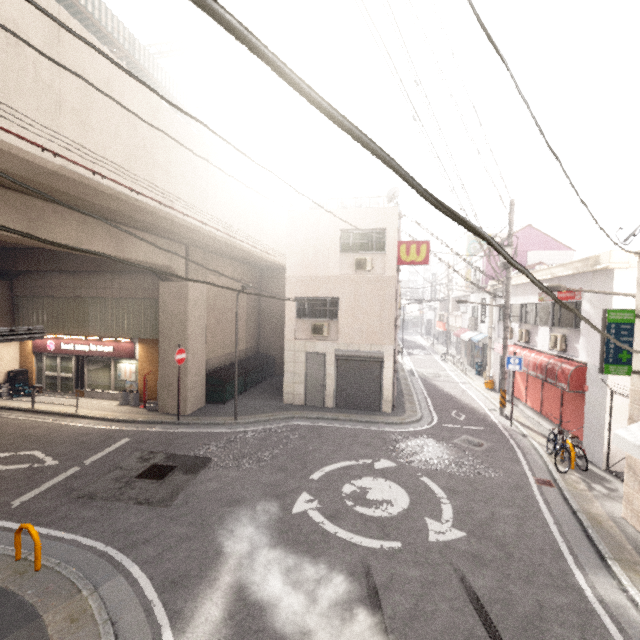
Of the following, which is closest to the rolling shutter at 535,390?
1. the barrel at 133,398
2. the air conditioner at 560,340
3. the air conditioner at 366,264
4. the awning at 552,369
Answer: the awning at 552,369

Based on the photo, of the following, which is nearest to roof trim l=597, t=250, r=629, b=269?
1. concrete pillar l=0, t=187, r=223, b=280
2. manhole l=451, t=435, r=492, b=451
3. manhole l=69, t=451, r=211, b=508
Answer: manhole l=451, t=435, r=492, b=451

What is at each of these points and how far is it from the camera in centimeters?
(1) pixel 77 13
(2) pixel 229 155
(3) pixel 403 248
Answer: (1) awning structure, 1116cm
(2) awning structure, 2073cm
(3) sign, 1382cm

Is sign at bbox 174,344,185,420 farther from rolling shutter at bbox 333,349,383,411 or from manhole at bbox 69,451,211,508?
rolling shutter at bbox 333,349,383,411

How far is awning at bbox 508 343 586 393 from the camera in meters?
10.4

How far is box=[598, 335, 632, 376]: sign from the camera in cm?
690

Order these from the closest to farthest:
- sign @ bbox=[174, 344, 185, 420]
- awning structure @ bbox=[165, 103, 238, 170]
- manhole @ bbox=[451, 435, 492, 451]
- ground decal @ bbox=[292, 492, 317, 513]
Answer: ground decal @ bbox=[292, 492, 317, 513]
manhole @ bbox=[451, 435, 492, 451]
sign @ bbox=[174, 344, 185, 420]
awning structure @ bbox=[165, 103, 238, 170]

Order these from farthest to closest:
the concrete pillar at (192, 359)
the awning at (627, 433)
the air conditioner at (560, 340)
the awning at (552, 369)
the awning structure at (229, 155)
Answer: the awning structure at (229, 155) < the concrete pillar at (192, 359) < the air conditioner at (560, 340) < the awning at (552, 369) < the awning at (627, 433)
